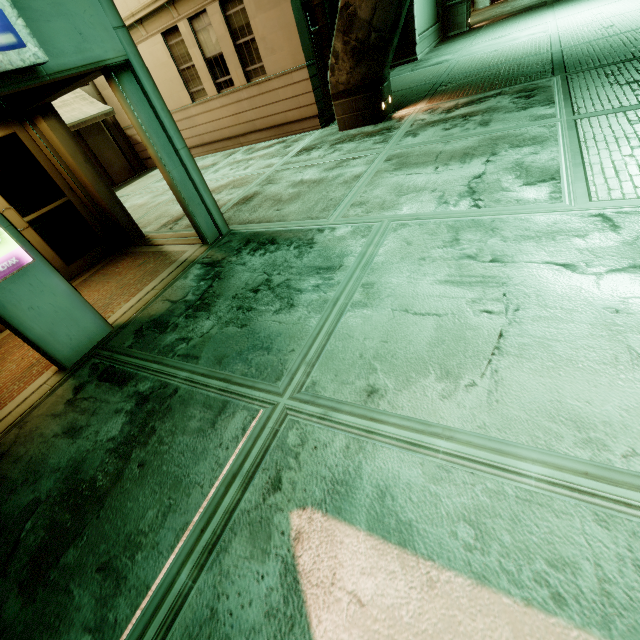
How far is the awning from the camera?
12.6 meters

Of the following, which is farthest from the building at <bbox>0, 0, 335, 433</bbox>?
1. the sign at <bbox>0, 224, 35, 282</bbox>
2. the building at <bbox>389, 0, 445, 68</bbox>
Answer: the building at <bbox>389, 0, 445, 68</bbox>

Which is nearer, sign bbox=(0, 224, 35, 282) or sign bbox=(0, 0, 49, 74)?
sign bbox=(0, 0, 49, 74)

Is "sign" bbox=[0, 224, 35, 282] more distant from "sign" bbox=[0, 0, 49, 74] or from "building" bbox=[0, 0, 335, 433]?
"sign" bbox=[0, 0, 49, 74]

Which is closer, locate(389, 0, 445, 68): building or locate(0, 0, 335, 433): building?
locate(0, 0, 335, 433): building

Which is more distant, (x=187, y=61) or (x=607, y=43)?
(x=187, y=61)

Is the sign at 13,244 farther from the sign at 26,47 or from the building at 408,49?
the building at 408,49

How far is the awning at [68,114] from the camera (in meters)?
12.59
